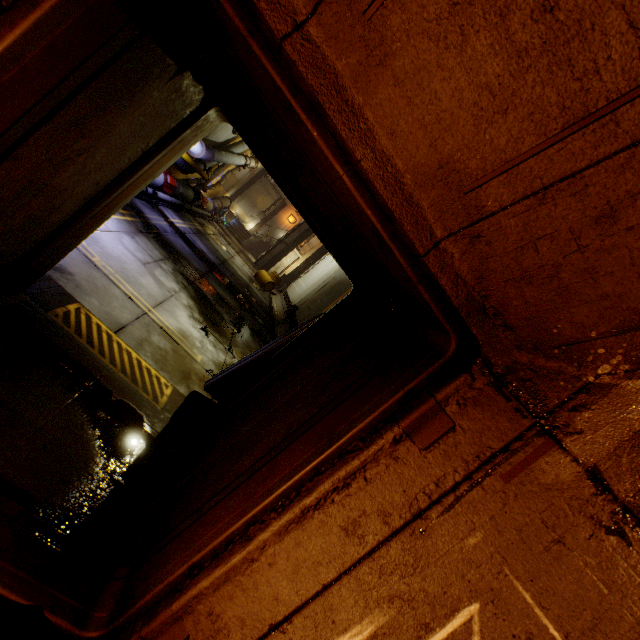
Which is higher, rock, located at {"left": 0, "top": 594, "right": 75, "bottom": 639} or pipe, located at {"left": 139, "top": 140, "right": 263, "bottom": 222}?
pipe, located at {"left": 139, "top": 140, "right": 263, "bottom": 222}

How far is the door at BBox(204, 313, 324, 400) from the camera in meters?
4.0

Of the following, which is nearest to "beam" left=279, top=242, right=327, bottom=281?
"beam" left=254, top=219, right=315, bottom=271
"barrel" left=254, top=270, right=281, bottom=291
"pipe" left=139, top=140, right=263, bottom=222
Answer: "pipe" left=139, top=140, right=263, bottom=222

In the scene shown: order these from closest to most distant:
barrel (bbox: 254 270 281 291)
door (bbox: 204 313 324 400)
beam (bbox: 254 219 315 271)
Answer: door (bbox: 204 313 324 400) < barrel (bbox: 254 270 281 291) < beam (bbox: 254 219 315 271)

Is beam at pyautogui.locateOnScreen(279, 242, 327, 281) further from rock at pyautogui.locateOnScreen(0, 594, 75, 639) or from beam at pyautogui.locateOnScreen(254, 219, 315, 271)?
rock at pyautogui.locateOnScreen(0, 594, 75, 639)

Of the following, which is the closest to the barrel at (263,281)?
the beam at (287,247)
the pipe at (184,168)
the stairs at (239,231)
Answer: the pipe at (184,168)

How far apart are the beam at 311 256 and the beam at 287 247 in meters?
1.2

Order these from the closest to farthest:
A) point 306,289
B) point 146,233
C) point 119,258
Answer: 1. point 119,258
2. point 146,233
3. point 306,289
